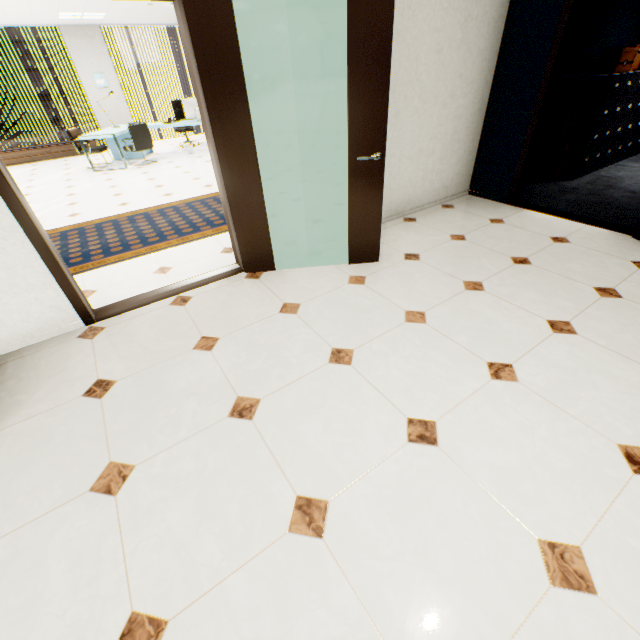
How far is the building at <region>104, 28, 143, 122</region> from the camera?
48.0m

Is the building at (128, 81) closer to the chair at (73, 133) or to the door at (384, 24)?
the chair at (73, 133)

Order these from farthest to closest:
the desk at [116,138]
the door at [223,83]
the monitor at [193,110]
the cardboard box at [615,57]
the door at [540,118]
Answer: the monitor at [193,110], the desk at [116,138], the cardboard box at [615,57], the door at [540,118], the door at [223,83]

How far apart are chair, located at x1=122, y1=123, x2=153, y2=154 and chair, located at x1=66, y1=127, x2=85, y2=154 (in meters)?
0.57

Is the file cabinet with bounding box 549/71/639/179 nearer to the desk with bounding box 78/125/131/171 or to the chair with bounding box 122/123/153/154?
the desk with bounding box 78/125/131/171

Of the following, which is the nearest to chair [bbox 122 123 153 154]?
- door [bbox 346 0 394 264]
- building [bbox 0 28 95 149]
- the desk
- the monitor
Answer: the desk

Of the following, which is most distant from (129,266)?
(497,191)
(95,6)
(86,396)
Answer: (95,6)

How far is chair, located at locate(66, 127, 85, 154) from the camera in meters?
7.6 m
